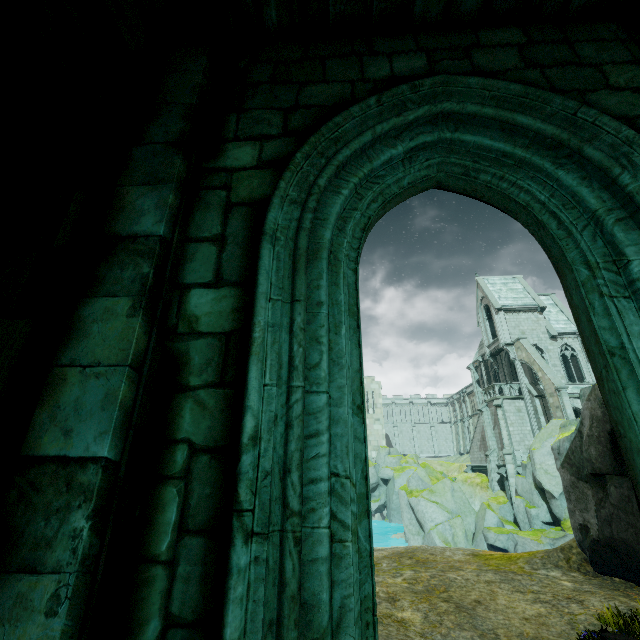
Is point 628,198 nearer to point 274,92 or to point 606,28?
point 606,28

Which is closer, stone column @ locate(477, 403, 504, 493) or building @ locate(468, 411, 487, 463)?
stone column @ locate(477, 403, 504, 493)

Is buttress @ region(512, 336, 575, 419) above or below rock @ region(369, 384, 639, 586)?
above

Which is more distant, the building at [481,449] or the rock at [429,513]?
the building at [481,449]

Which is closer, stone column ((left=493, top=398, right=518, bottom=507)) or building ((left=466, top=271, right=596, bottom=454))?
stone column ((left=493, top=398, right=518, bottom=507))

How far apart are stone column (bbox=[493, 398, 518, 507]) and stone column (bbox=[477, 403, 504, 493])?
2.05m

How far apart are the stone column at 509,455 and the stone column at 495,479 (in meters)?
2.05

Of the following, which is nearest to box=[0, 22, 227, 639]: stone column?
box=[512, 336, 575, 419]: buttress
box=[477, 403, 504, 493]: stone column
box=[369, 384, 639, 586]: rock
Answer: box=[369, 384, 639, 586]: rock
